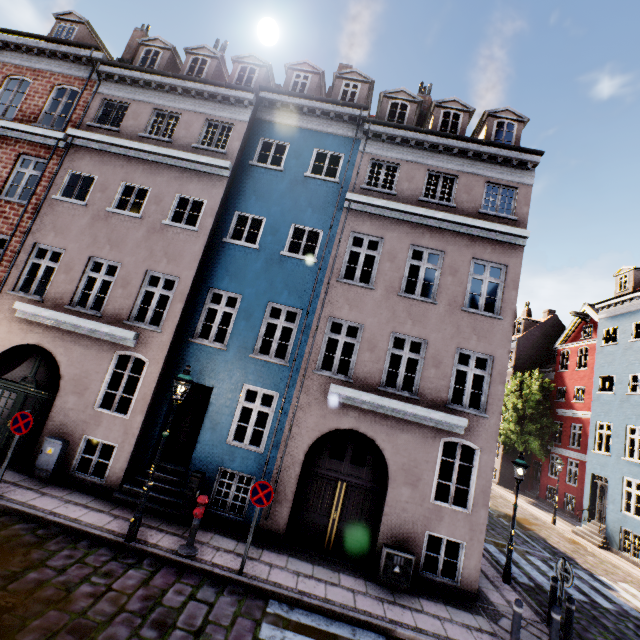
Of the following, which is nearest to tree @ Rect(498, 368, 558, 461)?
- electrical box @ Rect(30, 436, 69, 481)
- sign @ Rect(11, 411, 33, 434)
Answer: electrical box @ Rect(30, 436, 69, 481)

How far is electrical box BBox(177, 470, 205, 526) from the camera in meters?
8.4 m

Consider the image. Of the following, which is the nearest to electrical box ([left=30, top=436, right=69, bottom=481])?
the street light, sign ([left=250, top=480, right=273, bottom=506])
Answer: the street light

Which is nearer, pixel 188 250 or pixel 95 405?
pixel 95 405

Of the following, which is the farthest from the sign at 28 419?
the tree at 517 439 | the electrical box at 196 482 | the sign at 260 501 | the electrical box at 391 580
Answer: the tree at 517 439

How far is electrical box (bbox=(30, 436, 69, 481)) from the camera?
8.77m

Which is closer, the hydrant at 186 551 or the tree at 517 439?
the hydrant at 186 551

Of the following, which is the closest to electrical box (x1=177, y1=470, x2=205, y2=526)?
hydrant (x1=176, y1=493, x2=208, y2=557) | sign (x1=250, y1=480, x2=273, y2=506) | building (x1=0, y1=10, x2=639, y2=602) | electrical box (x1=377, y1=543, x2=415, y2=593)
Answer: building (x1=0, y1=10, x2=639, y2=602)
